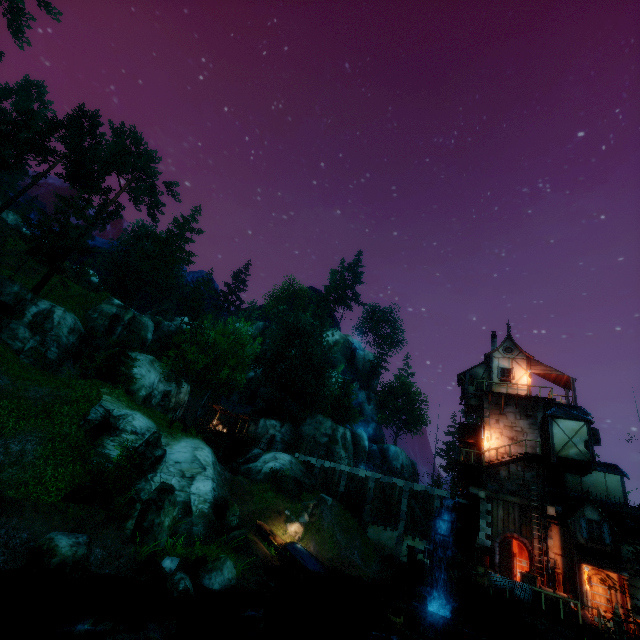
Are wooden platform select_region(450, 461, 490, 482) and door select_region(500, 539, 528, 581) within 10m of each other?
yes

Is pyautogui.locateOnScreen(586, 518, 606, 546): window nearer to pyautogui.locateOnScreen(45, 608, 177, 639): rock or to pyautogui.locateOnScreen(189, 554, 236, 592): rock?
pyautogui.locateOnScreen(189, 554, 236, 592): rock

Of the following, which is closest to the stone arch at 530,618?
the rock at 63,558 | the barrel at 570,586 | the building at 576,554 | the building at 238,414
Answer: the building at 576,554

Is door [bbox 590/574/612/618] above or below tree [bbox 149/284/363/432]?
below

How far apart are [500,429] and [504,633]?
12.3m

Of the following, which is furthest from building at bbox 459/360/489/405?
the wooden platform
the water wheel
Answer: the water wheel

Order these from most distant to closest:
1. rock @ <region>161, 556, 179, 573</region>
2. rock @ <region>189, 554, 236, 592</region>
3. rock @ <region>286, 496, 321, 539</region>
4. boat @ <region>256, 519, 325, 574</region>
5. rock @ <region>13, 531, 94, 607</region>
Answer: rock @ <region>286, 496, 321, 539</region>
boat @ <region>256, 519, 325, 574</region>
rock @ <region>189, 554, 236, 592</region>
rock @ <region>161, 556, 179, 573</region>
rock @ <region>13, 531, 94, 607</region>

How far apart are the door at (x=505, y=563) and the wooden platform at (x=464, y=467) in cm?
387
